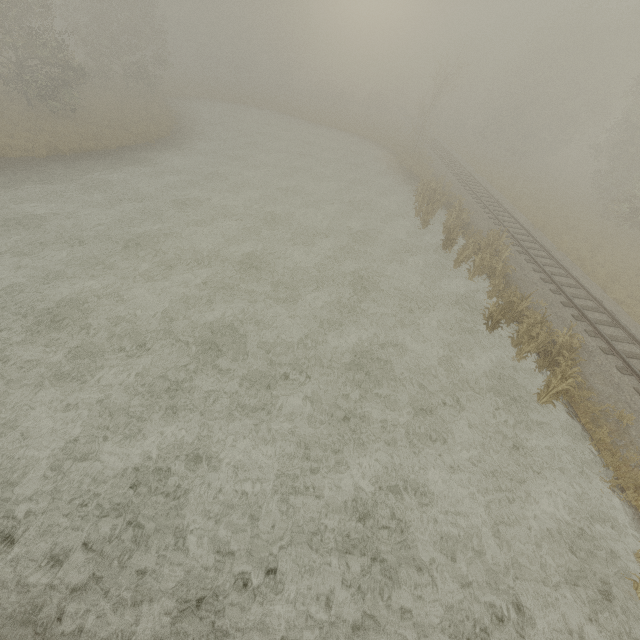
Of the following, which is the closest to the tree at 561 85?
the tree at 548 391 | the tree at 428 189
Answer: the tree at 428 189

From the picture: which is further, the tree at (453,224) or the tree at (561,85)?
the tree at (561,85)

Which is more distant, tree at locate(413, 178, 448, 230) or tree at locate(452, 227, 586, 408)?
tree at locate(413, 178, 448, 230)

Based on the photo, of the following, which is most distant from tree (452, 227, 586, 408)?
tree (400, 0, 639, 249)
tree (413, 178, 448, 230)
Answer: tree (400, 0, 639, 249)

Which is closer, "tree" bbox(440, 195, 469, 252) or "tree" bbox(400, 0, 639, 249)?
"tree" bbox(440, 195, 469, 252)

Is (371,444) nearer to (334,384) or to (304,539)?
(334,384)

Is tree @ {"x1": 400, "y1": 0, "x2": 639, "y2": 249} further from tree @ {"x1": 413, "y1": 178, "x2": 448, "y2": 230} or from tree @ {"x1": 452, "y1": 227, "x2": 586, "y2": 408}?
tree @ {"x1": 452, "y1": 227, "x2": 586, "y2": 408}
